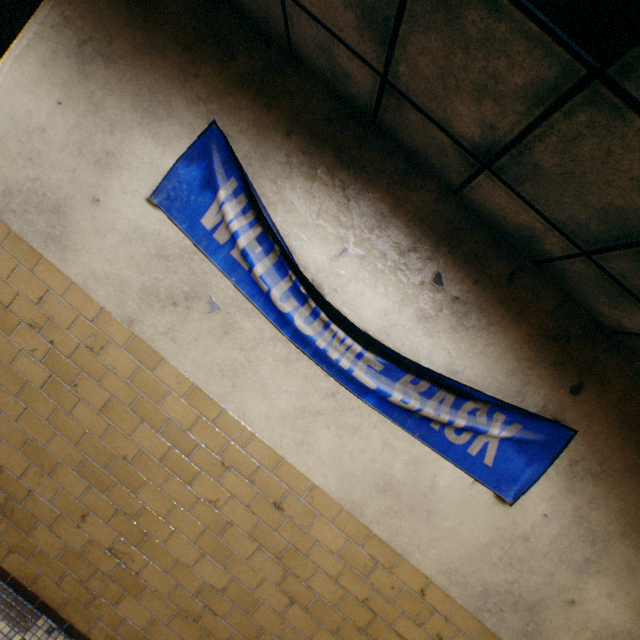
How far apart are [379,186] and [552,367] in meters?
1.6 m

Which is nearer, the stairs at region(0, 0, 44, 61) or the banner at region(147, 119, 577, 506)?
the banner at region(147, 119, 577, 506)

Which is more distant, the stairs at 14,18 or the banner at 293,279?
the stairs at 14,18

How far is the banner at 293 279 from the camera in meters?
2.0 m

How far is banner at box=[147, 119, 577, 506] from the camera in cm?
202
